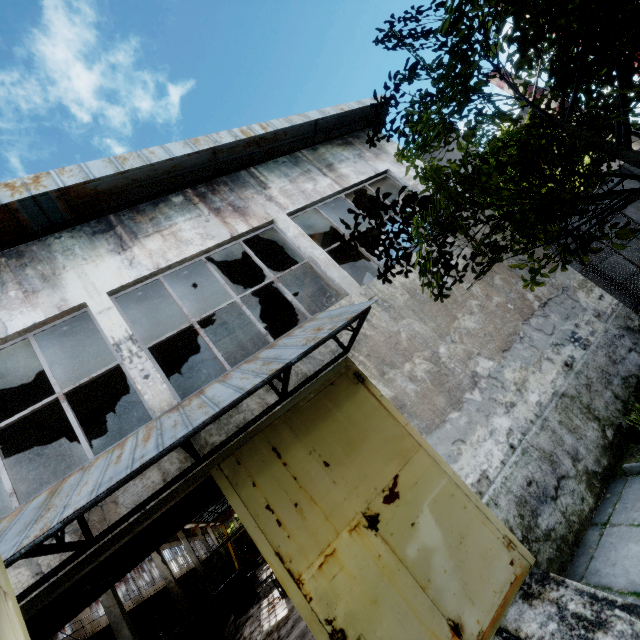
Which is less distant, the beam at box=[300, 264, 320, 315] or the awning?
the awning

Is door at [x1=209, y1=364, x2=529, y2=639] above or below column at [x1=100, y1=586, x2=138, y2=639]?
below

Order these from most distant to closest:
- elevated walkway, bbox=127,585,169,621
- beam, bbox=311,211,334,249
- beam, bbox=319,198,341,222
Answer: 1. elevated walkway, bbox=127,585,169,621
2. beam, bbox=311,211,334,249
3. beam, bbox=319,198,341,222

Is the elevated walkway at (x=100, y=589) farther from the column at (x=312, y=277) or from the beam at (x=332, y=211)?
the beam at (x=332, y=211)

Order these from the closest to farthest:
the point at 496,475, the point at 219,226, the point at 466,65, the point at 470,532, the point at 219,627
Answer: the point at 470,532
the point at 496,475
the point at 466,65
the point at 219,226
the point at 219,627

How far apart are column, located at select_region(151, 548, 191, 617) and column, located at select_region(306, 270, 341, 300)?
21.6 meters

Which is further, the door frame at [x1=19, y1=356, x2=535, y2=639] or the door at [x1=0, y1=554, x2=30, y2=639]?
the door frame at [x1=19, y1=356, x2=535, y2=639]

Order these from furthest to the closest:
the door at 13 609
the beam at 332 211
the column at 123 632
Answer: the column at 123 632
the beam at 332 211
the door at 13 609
